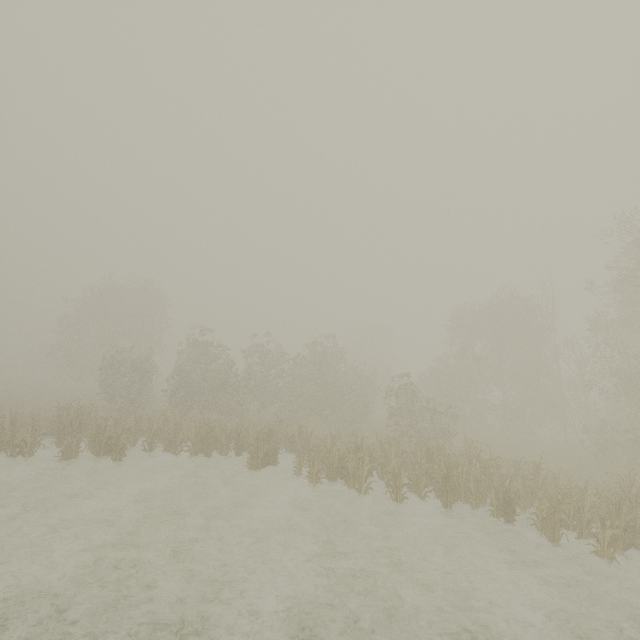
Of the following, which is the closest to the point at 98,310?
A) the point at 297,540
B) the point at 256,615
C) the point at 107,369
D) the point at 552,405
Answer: the point at 107,369
